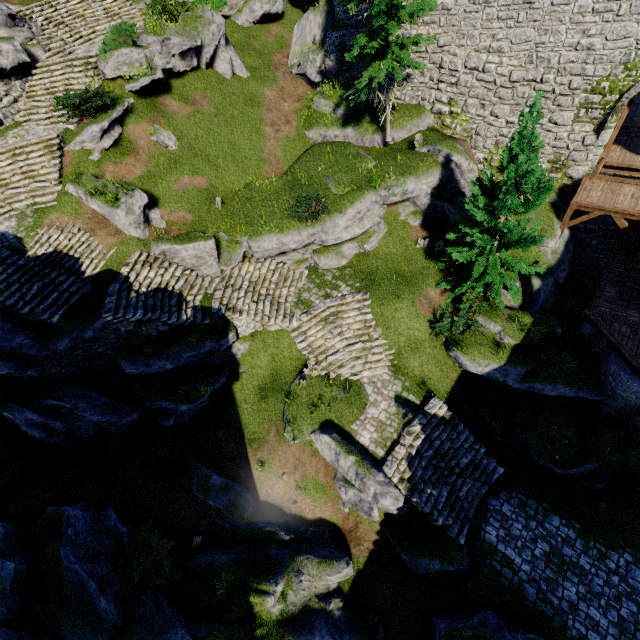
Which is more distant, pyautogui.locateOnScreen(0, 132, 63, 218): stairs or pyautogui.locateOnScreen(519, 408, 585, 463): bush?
pyautogui.locateOnScreen(0, 132, 63, 218): stairs

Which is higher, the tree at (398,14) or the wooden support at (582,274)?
the tree at (398,14)

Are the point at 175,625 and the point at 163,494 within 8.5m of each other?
yes

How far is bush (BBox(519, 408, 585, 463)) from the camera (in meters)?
12.88

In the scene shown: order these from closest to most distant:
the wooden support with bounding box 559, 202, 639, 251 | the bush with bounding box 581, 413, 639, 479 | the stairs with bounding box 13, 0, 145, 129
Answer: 1. the bush with bounding box 581, 413, 639, 479
2. the wooden support with bounding box 559, 202, 639, 251
3. the stairs with bounding box 13, 0, 145, 129

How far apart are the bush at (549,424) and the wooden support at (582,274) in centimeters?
809cm

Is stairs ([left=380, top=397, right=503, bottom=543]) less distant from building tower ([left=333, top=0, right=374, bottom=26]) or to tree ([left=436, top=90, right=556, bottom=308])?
tree ([left=436, top=90, right=556, bottom=308])

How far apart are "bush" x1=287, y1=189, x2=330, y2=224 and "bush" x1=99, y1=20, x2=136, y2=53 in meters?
10.8
